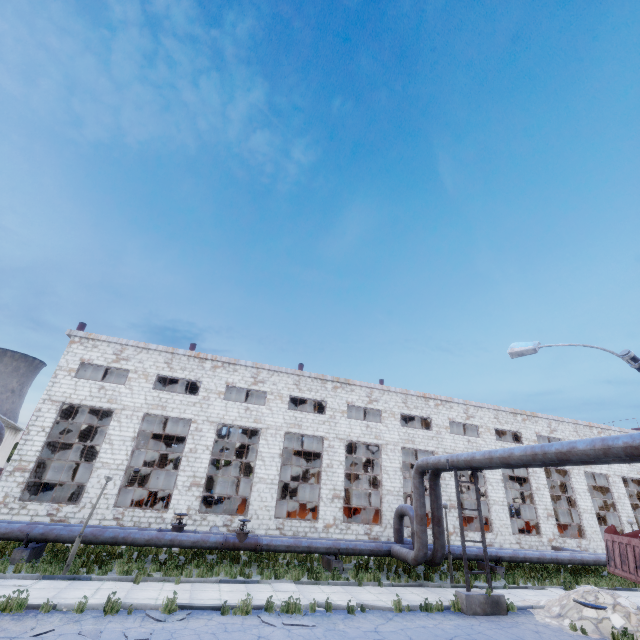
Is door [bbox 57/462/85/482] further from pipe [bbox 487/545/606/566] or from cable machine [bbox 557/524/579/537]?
cable machine [bbox 557/524/579/537]

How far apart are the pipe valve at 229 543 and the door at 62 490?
18.5m

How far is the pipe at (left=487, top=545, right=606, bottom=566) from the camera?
18.5 meters

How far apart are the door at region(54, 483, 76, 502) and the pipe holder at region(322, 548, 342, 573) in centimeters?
2208cm

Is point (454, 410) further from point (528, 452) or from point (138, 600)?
point (138, 600)

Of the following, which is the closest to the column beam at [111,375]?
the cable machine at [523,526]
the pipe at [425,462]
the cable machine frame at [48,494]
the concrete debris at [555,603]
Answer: the cable machine frame at [48,494]

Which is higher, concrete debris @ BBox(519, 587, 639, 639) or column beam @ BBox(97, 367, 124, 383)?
column beam @ BBox(97, 367, 124, 383)

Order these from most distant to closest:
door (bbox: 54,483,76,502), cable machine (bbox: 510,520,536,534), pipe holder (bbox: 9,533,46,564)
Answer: cable machine (bbox: 510,520,536,534) < door (bbox: 54,483,76,502) < pipe holder (bbox: 9,533,46,564)
